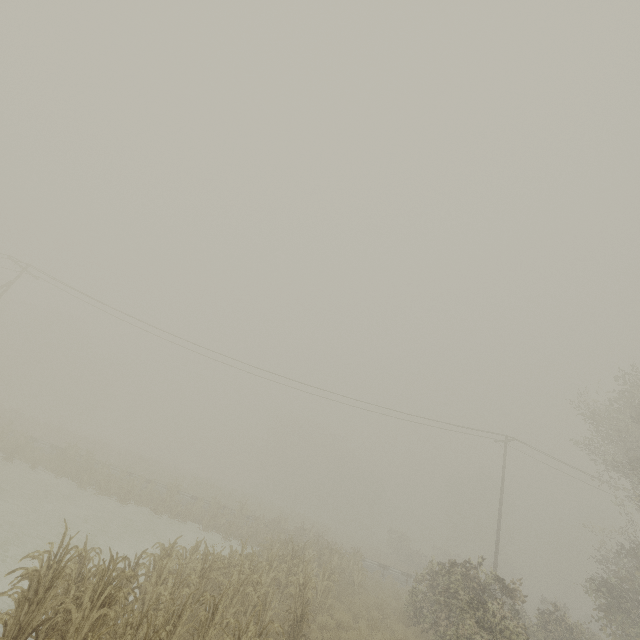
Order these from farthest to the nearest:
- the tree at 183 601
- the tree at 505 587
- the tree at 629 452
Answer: the tree at 629 452 < the tree at 505 587 < the tree at 183 601

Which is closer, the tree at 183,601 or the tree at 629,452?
the tree at 183,601

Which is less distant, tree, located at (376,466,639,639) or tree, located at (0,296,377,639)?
tree, located at (0,296,377,639)

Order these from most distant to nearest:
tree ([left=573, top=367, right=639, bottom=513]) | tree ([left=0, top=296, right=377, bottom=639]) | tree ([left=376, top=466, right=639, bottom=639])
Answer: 1. tree ([left=573, top=367, right=639, bottom=513])
2. tree ([left=376, top=466, right=639, bottom=639])
3. tree ([left=0, top=296, right=377, bottom=639])

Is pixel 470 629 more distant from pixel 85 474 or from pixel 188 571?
pixel 85 474
